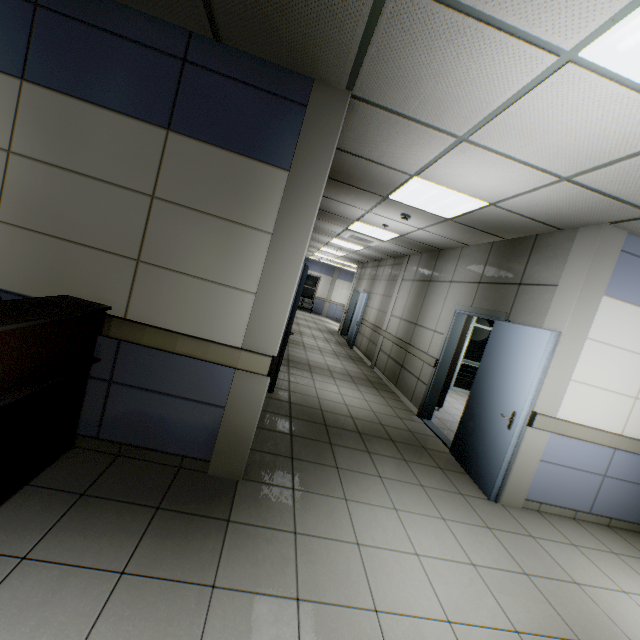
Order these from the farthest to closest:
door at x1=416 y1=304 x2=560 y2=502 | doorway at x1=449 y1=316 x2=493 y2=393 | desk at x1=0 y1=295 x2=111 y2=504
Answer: doorway at x1=449 y1=316 x2=493 y2=393 → door at x1=416 y1=304 x2=560 y2=502 → desk at x1=0 y1=295 x2=111 y2=504

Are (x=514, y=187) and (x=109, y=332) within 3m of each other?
no

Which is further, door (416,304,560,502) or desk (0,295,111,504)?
door (416,304,560,502)

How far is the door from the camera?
3.54m

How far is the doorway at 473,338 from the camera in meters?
9.4 m

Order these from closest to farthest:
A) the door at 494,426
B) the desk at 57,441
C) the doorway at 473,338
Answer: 1. the desk at 57,441
2. the door at 494,426
3. the doorway at 473,338

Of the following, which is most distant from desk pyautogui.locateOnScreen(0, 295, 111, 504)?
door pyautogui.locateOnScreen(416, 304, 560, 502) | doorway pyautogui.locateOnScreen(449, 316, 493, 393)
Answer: doorway pyautogui.locateOnScreen(449, 316, 493, 393)
